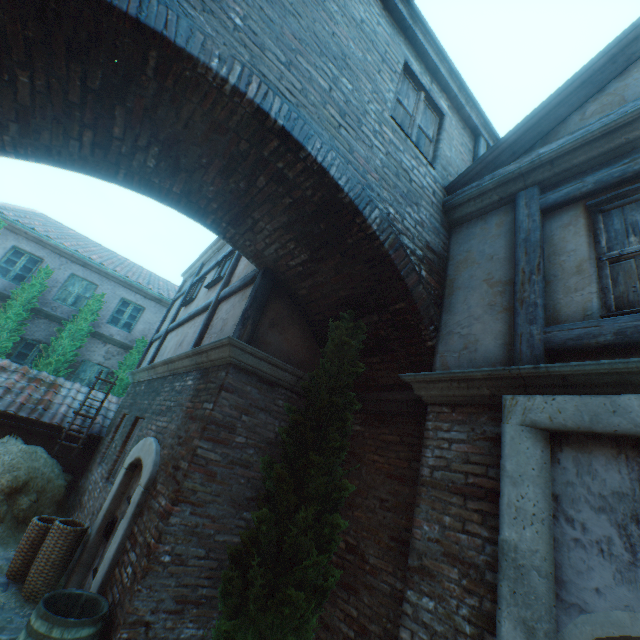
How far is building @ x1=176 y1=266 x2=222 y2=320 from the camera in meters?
7.3

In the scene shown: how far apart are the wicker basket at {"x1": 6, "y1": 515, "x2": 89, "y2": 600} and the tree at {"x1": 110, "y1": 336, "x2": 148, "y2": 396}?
8.2 meters

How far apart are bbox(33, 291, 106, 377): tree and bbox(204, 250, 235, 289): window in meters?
7.7

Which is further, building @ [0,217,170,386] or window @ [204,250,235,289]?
building @ [0,217,170,386]

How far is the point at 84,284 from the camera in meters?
13.5 m

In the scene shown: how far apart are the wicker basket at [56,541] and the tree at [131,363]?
8.18m

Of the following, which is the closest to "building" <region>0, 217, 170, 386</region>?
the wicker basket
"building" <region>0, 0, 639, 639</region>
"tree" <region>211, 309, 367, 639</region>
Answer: "building" <region>0, 0, 639, 639</region>

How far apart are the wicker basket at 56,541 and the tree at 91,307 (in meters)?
8.18
